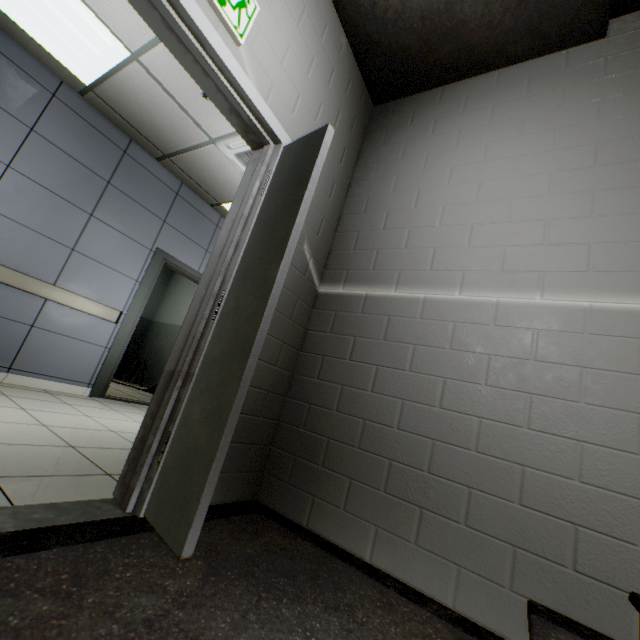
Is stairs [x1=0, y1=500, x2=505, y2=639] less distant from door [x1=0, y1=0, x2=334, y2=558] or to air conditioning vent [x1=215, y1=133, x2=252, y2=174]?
door [x1=0, y1=0, x2=334, y2=558]

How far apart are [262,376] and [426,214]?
1.6 meters

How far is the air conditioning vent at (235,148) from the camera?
3.7m

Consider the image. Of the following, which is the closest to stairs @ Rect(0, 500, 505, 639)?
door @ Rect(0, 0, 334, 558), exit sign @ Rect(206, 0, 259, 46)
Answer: door @ Rect(0, 0, 334, 558)

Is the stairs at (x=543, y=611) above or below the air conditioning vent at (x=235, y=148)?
below

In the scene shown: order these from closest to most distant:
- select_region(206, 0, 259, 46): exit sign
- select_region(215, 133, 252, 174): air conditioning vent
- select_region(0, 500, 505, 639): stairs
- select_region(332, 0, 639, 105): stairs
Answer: select_region(0, 500, 505, 639): stairs, select_region(206, 0, 259, 46): exit sign, select_region(332, 0, 639, 105): stairs, select_region(215, 133, 252, 174): air conditioning vent
